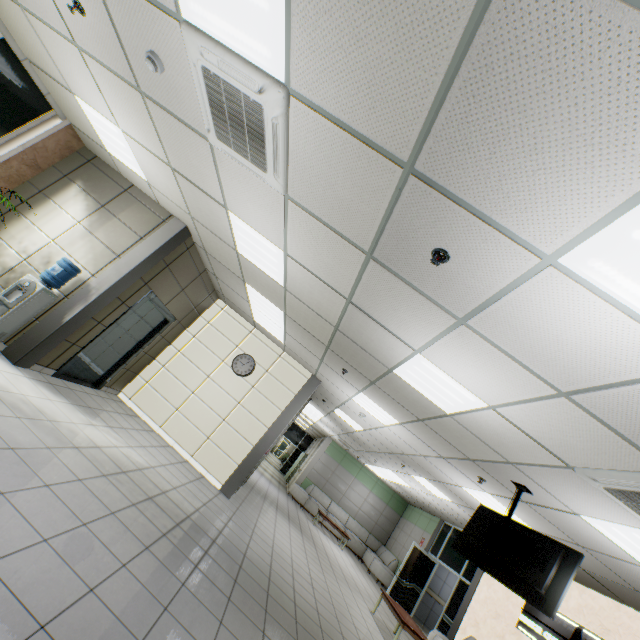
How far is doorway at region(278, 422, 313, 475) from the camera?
23.1 meters

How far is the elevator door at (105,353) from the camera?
6.0 meters

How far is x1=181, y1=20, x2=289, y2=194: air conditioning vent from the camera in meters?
2.2 m

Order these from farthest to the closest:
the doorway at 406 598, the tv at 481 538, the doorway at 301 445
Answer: the doorway at 301 445
the doorway at 406 598
the tv at 481 538

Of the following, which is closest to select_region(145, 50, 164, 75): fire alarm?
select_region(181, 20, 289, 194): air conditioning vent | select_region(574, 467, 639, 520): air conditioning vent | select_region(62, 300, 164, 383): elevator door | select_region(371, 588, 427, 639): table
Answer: select_region(181, 20, 289, 194): air conditioning vent

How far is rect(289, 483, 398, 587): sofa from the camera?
12.6 meters

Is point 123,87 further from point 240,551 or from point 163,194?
point 240,551

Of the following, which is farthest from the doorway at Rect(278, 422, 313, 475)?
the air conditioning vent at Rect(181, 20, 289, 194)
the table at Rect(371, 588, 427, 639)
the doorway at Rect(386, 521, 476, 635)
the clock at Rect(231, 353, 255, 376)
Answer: the air conditioning vent at Rect(181, 20, 289, 194)
